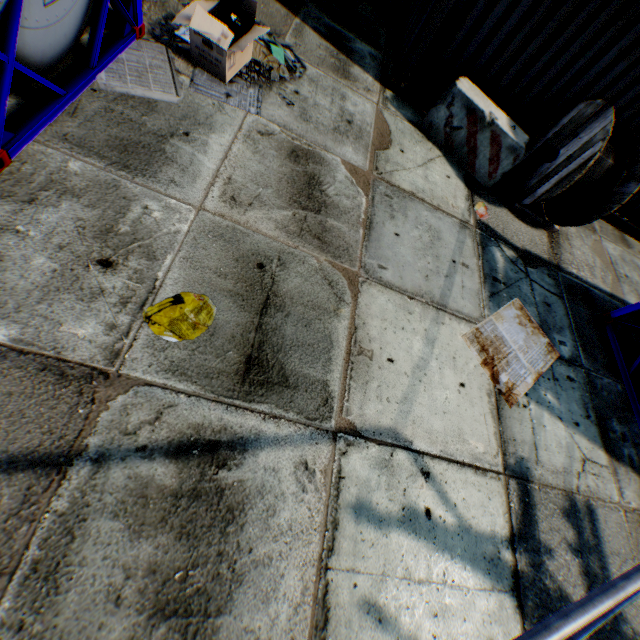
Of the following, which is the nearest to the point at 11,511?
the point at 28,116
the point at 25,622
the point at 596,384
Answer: the point at 25,622

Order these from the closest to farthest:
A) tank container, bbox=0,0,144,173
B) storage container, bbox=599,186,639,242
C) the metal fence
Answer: the metal fence, tank container, bbox=0,0,144,173, storage container, bbox=599,186,639,242

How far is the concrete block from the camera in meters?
5.6

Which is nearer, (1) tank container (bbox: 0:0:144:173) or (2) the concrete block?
(1) tank container (bbox: 0:0:144:173)

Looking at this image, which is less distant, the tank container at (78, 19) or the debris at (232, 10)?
the tank container at (78, 19)

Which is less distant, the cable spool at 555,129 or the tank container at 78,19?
the tank container at 78,19

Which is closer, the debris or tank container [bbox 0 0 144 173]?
tank container [bbox 0 0 144 173]

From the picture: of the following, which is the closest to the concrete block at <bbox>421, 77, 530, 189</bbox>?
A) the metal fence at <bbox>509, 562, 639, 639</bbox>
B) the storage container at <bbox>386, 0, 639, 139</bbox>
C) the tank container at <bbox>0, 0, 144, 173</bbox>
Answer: the storage container at <bbox>386, 0, 639, 139</bbox>
